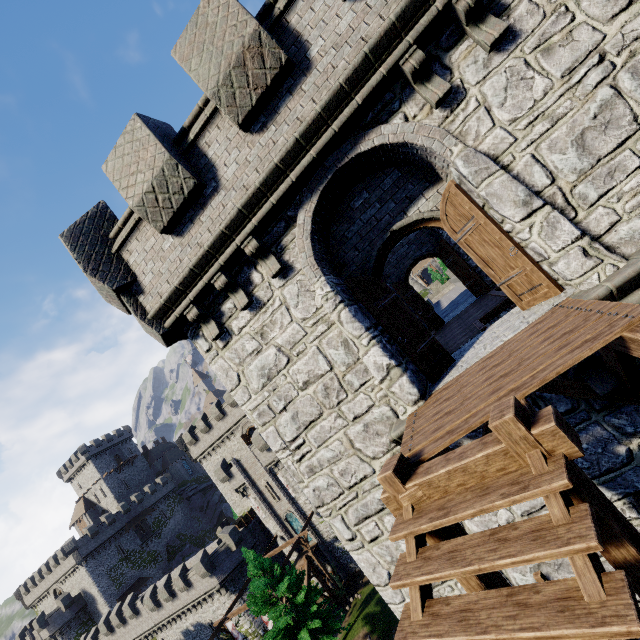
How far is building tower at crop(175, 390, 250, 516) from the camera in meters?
39.5 m

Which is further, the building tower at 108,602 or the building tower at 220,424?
the building tower at 108,602

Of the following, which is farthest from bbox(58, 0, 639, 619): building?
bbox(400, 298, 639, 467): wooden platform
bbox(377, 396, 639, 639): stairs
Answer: bbox(377, 396, 639, 639): stairs

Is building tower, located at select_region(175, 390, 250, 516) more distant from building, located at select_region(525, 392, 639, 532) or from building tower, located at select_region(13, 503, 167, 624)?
building tower, located at select_region(13, 503, 167, 624)

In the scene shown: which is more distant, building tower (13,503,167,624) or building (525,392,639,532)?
building tower (13,503,167,624)

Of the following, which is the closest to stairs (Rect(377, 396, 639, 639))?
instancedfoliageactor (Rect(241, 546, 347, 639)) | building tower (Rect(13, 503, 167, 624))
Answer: instancedfoliageactor (Rect(241, 546, 347, 639))

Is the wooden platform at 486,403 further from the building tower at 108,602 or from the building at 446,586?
the building tower at 108,602

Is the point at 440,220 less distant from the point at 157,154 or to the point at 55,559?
the point at 157,154
